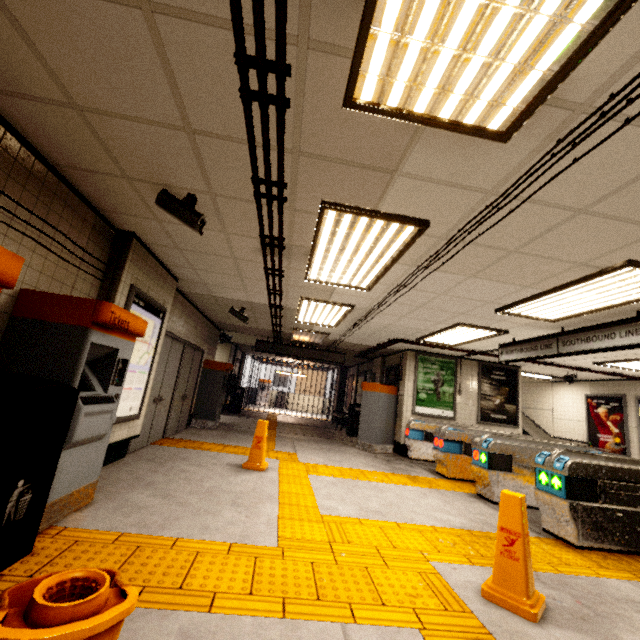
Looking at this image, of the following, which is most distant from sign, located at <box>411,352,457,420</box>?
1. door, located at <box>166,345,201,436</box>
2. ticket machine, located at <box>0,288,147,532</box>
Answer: ticket machine, located at <box>0,288,147,532</box>

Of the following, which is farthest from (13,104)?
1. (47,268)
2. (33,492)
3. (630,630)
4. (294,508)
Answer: (630,630)

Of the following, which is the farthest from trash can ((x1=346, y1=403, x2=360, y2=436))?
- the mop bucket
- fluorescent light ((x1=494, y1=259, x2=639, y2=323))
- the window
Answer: the mop bucket

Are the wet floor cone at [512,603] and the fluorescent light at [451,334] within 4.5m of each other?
yes

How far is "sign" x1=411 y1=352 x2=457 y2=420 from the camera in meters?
9.1 m

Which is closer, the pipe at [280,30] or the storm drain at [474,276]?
the pipe at [280,30]

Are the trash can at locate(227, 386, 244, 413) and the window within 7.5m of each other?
no

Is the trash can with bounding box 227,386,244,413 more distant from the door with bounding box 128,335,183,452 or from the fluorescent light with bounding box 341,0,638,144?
the fluorescent light with bounding box 341,0,638,144
